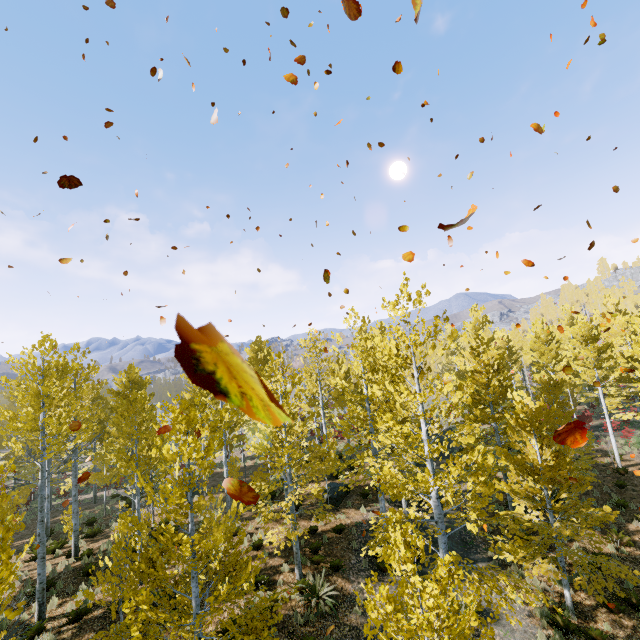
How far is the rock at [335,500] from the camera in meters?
17.5 m

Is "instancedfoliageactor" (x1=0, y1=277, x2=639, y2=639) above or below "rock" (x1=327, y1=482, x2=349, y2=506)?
above

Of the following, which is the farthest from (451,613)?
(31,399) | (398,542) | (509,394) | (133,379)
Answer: (133,379)

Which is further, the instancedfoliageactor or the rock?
the rock

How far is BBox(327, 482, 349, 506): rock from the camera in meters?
17.5

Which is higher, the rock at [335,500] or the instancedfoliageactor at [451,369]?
the instancedfoliageactor at [451,369]
